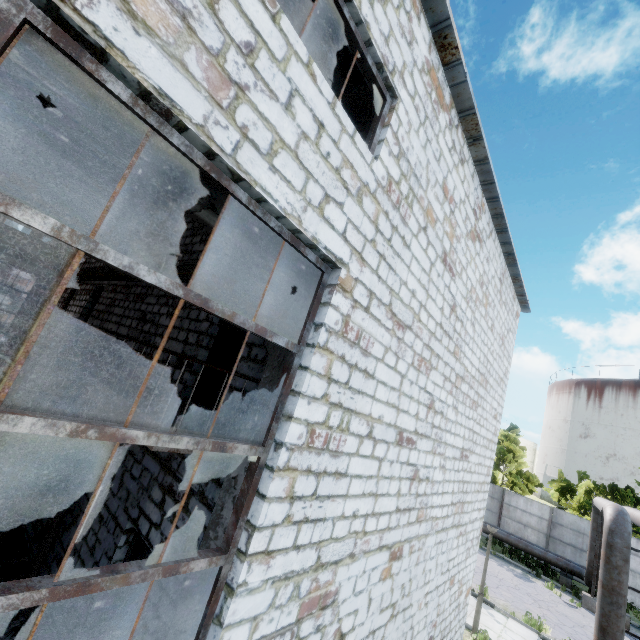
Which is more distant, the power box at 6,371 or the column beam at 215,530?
the power box at 6,371

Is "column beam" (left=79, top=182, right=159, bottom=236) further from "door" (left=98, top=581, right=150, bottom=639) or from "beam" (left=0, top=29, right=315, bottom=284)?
"door" (left=98, top=581, right=150, bottom=639)

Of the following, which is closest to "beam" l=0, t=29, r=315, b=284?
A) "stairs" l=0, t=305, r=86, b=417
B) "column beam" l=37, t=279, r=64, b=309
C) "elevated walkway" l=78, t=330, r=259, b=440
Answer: "elevated walkway" l=78, t=330, r=259, b=440

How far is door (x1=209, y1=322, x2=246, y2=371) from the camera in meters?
6.3

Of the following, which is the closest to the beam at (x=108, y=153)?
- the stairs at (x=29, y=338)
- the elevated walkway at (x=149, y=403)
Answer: the elevated walkway at (x=149, y=403)

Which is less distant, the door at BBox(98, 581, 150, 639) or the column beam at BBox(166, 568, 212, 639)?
the column beam at BBox(166, 568, 212, 639)

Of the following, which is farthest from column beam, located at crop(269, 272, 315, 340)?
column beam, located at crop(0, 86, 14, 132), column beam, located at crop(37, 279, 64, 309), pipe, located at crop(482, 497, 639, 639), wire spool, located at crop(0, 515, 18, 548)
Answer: column beam, located at crop(37, 279, 64, 309)

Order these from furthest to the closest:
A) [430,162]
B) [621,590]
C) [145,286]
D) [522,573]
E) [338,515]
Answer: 1. [522,573]
2. [145,286]
3. [621,590]
4. [430,162]
5. [338,515]
